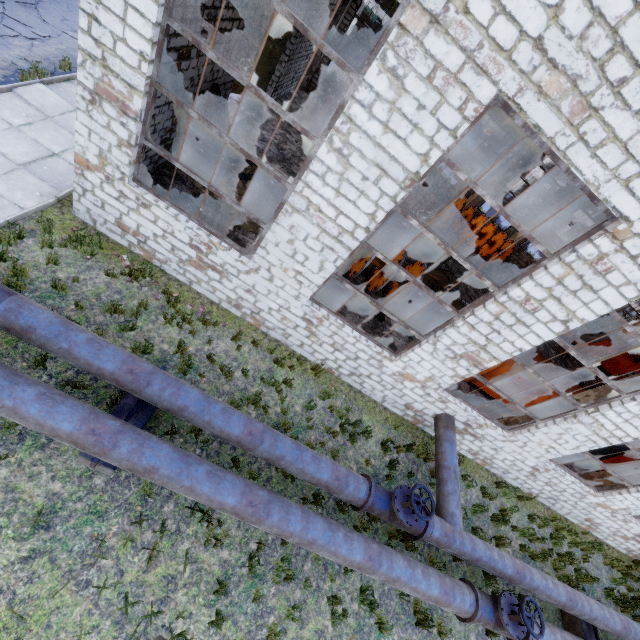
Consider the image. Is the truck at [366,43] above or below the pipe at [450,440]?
above

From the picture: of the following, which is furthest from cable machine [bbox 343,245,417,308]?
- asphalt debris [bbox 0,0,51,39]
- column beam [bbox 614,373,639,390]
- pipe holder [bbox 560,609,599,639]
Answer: pipe holder [bbox 560,609,599,639]

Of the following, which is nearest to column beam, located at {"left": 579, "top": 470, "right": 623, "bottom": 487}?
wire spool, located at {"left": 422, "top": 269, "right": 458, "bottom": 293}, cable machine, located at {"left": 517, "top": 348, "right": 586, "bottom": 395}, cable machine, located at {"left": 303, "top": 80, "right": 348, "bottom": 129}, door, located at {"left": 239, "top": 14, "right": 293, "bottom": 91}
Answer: cable machine, located at {"left": 517, "top": 348, "right": 586, "bottom": 395}

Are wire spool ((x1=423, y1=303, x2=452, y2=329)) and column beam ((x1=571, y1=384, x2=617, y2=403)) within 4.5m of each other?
yes

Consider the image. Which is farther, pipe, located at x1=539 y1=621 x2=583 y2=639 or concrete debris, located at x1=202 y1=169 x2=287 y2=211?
concrete debris, located at x1=202 y1=169 x2=287 y2=211

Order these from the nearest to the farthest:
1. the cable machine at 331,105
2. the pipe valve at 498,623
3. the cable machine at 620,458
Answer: the pipe valve at 498,623
the cable machine at 620,458
the cable machine at 331,105

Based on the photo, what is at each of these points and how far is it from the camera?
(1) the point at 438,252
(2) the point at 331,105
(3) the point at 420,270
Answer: (1) wire spool, 16.05m
(2) cable machine, 16.67m
(3) cable machine, 10.94m

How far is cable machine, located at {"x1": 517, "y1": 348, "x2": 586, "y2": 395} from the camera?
11.8 meters
